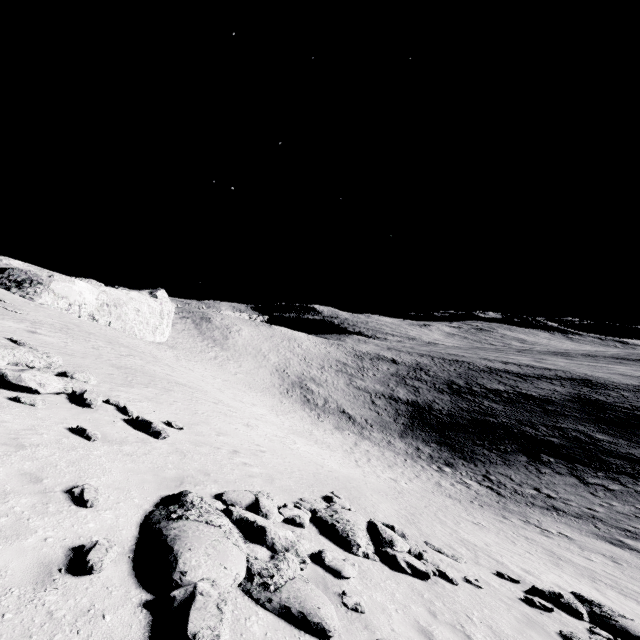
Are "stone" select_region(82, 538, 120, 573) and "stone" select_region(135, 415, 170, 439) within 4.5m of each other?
no

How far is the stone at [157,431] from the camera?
10.3 meters

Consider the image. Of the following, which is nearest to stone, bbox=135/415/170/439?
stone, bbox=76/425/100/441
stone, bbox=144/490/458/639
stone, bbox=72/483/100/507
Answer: stone, bbox=76/425/100/441

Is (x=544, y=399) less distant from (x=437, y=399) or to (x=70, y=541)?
(x=437, y=399)

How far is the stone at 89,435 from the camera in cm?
806

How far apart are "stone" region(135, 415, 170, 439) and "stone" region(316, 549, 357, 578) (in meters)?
5.05

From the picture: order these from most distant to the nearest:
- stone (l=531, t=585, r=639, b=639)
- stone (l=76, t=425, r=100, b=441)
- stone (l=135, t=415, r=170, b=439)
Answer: stone (l=135, t=415, r=170, b=439) < stone (l=531, t=585, r=639, b=639) < stone (l=76, t=425, r=100, b=441)

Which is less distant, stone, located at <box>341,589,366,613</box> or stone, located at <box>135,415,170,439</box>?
stone, located at <box>341,589,366,613</box>
